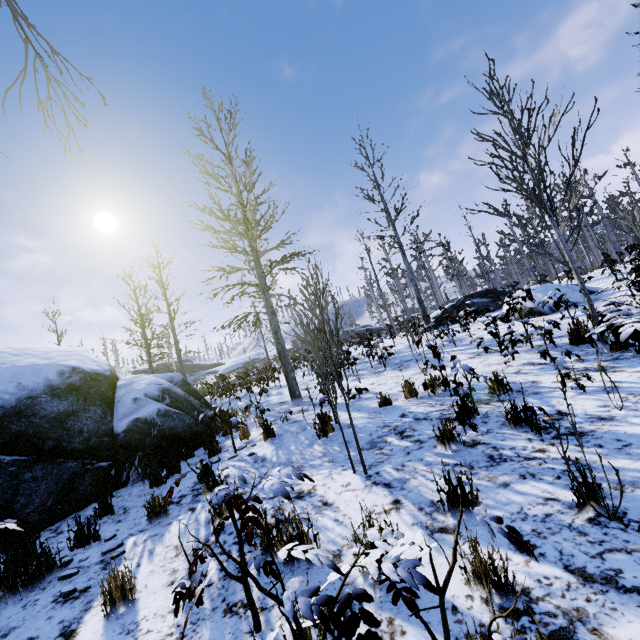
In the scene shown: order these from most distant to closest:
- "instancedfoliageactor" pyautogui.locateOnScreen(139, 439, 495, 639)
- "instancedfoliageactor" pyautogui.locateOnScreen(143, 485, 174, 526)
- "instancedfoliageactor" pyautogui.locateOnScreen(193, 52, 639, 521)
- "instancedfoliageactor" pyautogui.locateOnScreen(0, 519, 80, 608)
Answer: "instancedfoliageactor" pyautogui.locateOnScreen(193, 52, 639, 521) → "instancedfoliageactor" pyautogui.locateOnScreen(0, 519, 80, 608) → "instancedfoliageactor" pyautogui.locateOnScreen(143, 485, 174, 526) → "instancedfoliageactor" pyautogui.locateOnScreen(139, 439, 495, 639)

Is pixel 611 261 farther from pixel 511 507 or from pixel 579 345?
pixel 511 507

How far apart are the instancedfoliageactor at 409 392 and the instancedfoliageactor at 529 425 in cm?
235

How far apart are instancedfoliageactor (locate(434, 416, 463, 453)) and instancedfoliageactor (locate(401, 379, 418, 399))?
2.1 meters

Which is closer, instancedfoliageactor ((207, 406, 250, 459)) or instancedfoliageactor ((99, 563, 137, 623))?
instancedfoliageactor ((99, 563, 137, 623))

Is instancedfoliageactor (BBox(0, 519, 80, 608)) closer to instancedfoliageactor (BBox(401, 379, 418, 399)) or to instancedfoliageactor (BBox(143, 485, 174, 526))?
instancedfoliageactor (BBox(143, 485, 174, 526))

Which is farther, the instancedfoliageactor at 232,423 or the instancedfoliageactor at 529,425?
the instancedfoliageactor at 232,423

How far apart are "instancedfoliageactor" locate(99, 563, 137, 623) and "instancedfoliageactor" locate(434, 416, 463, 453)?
3.2m
